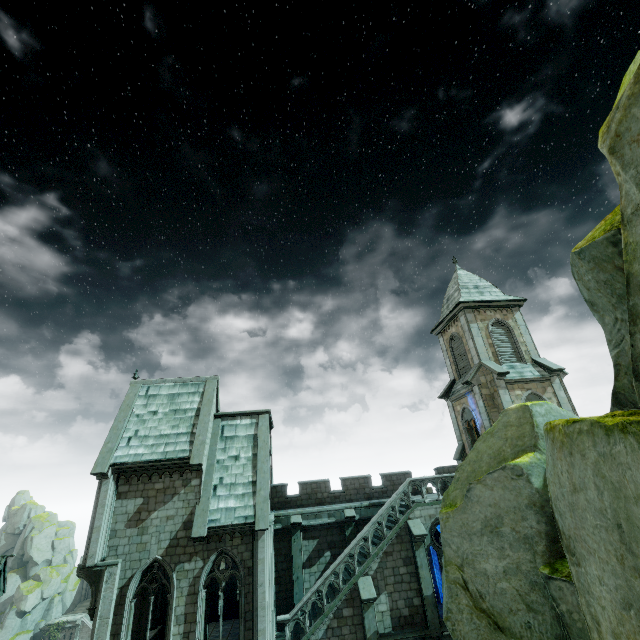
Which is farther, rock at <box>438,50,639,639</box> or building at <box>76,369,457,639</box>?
building at <box>76,369,457,639</box>

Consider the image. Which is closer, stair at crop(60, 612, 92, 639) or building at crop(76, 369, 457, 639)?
building at crop(76, 369, 457, 639)

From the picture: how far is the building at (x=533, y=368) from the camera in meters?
21.9 m

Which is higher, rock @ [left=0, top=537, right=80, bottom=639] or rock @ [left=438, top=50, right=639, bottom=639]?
rock @ [left=438, top=50, right=639, bottom=639]

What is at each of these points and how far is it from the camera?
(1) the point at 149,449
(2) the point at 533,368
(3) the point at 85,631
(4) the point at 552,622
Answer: (1) building, 17.5 meters
(2) building, 23.1 meters
(3) stair, 52.9 meters
(4) rock, 6.3 meters

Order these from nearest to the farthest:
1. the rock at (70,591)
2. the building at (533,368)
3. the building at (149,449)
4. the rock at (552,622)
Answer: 1. the rock at (552,622)
2. the building at (149,449)
3. the building at (533,368)
4. the rock at (70,591)

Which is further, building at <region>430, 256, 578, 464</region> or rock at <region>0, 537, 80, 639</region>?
rock at <region>0, 537, 80, 639</region>

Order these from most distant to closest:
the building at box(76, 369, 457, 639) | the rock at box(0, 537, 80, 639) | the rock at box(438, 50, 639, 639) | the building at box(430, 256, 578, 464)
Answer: the rock at box(0, 537, 80, 639) < the building at box(430, 256, 578, 464) < the building at box(76, 369, 457, 639) < the rock at box(438, 50, 639, 639)
